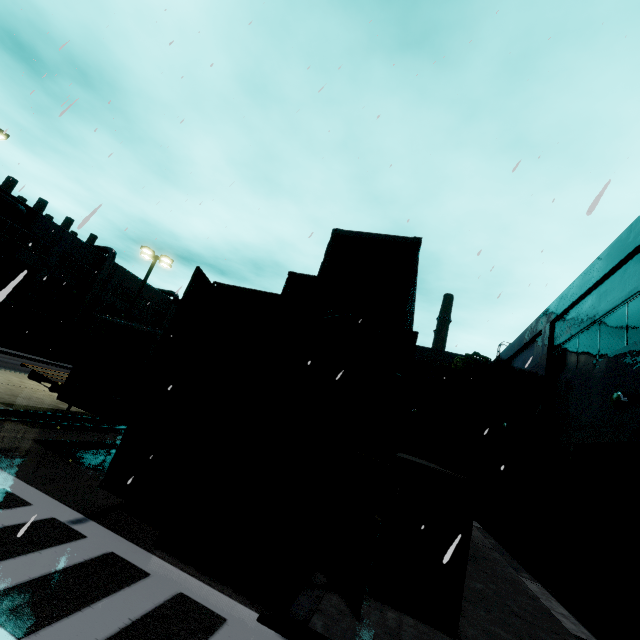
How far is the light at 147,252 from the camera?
21.1 meters

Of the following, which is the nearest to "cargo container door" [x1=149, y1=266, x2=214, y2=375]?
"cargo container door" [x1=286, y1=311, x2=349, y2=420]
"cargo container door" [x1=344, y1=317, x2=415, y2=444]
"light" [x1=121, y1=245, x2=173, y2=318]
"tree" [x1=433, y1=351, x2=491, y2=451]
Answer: "cargo container door" [x1=286, y1=311, x2=349, y2=420]

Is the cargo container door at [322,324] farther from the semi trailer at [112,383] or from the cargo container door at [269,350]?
the semi trailer at [112,383]

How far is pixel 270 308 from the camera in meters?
7.8

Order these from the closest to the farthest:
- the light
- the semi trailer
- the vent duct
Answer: the semi trailer
the light
the vent duct

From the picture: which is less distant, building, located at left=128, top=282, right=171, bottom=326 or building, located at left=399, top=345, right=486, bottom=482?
building, located at left=399, top=345, right=486, bottom=482

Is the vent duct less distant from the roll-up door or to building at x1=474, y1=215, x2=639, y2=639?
building at x1=474, y1=215, x2=639, y2=639

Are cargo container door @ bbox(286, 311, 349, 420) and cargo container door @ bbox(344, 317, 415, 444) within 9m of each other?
yes
